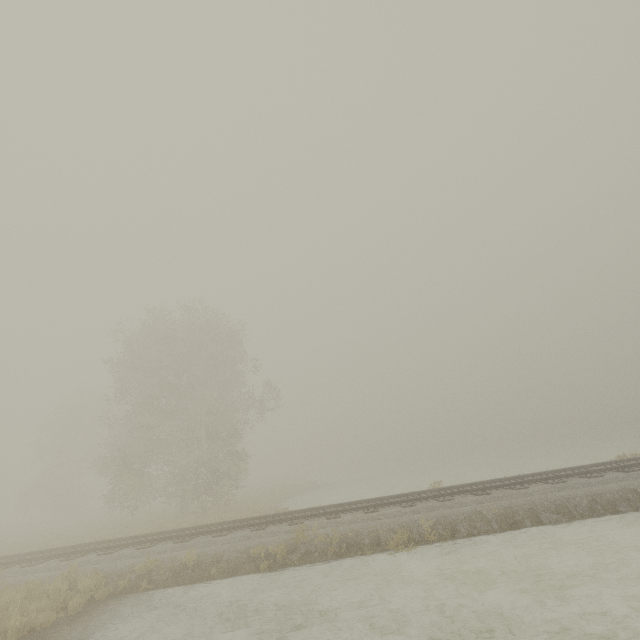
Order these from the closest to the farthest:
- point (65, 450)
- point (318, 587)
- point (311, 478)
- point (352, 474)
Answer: point (318, 587) < point (65, 450) < point (352, 474) < point (311, 478)
